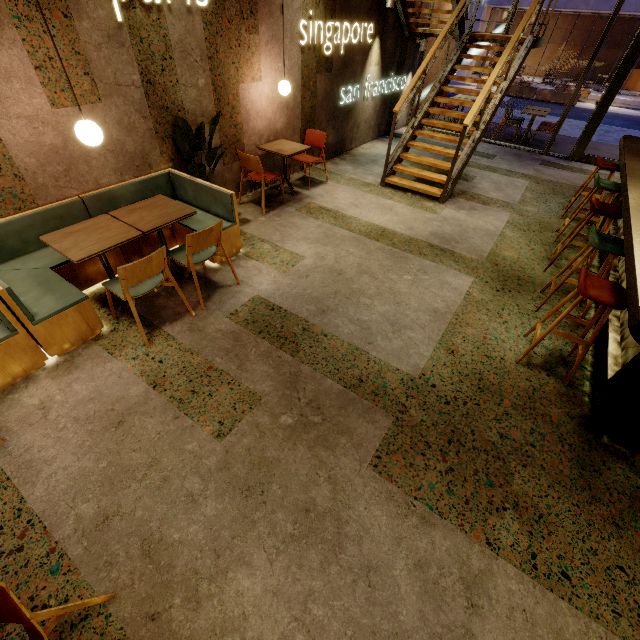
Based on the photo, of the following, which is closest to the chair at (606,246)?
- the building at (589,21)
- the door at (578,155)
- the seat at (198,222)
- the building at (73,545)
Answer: the building at (73,545)

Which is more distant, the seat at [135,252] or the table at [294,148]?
Answer: the table at [294,148]

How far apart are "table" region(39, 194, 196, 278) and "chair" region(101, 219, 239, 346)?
0.3 meters

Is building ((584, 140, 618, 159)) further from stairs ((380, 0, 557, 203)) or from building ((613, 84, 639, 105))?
building ((613, 84, 639, 105))

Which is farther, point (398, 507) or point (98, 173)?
point (98, 173)

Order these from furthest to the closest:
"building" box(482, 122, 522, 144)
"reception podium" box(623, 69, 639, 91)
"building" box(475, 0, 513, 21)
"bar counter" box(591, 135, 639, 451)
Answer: "reception podium" box(623, 69, 639, 91) → "building" box(475, 0, 513, 21) → "building" box(482, 122, 522, 144) → "bar counter" box(591, 135, 639, 451)

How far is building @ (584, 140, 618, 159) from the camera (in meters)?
8.82

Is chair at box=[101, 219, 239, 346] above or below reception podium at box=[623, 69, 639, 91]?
→ above
